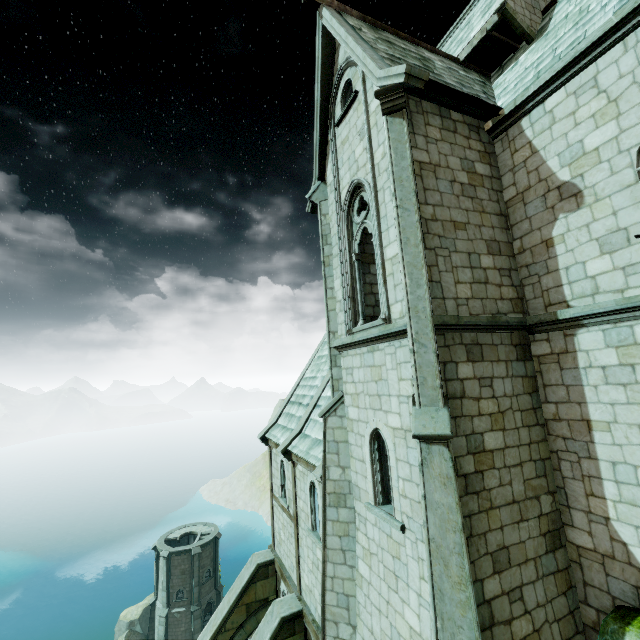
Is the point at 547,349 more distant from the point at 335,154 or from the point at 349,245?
the point at 335,154

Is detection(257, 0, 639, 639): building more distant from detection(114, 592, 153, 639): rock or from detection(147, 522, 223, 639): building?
detection(147, 522, 223, 639): building

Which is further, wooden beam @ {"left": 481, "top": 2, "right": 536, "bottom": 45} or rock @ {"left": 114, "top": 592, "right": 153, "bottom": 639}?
rock @ {"left": 114, "top": 592, "right": 153, "bottom": 639}

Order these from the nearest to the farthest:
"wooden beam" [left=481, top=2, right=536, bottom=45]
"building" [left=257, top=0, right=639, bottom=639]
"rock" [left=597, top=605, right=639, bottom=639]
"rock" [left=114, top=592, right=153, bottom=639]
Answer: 1. "rock" [left=597, top=605, right=639, bottom=639]
2. "building" [left=257, top=0, right=639, bottom=639]
3. "wooden beam" [left=481, top=2, right=536, bottom=45]
4. "rock" [left=114, top=592, right=153, bottom=639]

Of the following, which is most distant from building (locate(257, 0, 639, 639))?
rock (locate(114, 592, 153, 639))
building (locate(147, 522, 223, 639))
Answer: building (locate(147, 522, 223, 639))

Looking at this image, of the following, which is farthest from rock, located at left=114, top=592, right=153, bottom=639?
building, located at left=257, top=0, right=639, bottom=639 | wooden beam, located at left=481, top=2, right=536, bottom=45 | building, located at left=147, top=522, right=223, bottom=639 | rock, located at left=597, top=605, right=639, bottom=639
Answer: wooden beam, located at left=481, top=2, right=536, bottom=45

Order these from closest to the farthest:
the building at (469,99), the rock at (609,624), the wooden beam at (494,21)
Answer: the rock at (609,624), the building at (469,99), the wooden beam at (494,21)

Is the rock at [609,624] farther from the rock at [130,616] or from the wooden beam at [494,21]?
the wooden beam at [494,21]
